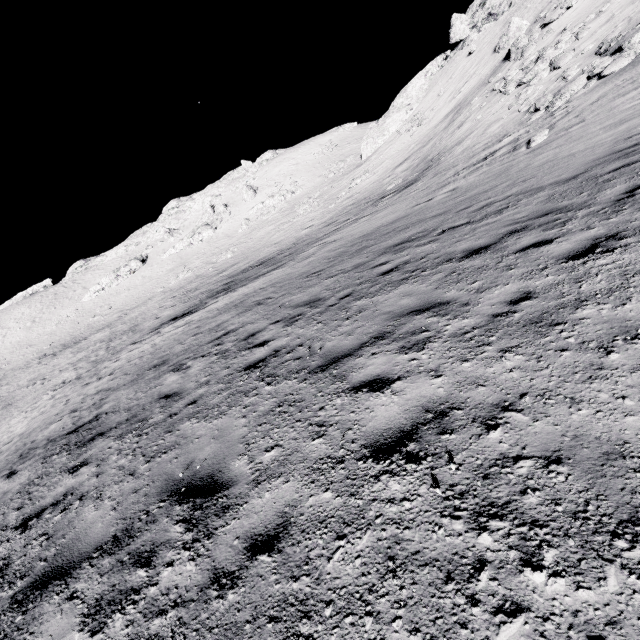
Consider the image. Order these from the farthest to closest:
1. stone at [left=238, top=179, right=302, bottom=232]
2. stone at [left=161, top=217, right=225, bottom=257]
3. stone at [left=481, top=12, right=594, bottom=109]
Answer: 1. stone at [left=161, top=217, right=225, bottom=257]
2. stone at [left=238, top=179, right=302, bottom=232]
3. stone at [left=481, top=12, right=594, bottom=109]

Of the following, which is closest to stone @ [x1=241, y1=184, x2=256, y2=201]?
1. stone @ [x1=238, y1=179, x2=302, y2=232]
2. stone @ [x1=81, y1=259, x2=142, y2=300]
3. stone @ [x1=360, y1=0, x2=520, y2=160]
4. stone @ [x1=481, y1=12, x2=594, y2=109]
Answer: stone @ [x1=238, y1=179, x2=302, y2=232]

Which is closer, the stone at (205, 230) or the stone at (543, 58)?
the stone at (543, 58)

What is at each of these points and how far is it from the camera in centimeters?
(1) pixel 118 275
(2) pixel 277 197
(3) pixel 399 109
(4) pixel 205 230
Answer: (1) stone, 5831cm
(2) stone, 5275cm
(3) stone, 4650cm
(4) stone, 5725cm

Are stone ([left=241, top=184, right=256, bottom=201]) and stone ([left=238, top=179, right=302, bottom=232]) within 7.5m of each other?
yes

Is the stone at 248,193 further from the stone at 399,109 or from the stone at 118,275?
the stone at 399,109

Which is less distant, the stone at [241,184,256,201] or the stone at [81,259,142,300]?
the stone at [81,259,142,300]

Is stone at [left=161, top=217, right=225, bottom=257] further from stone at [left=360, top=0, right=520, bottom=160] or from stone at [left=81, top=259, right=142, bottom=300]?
stone at [left=360, top=0, right=520, bottom=160]
